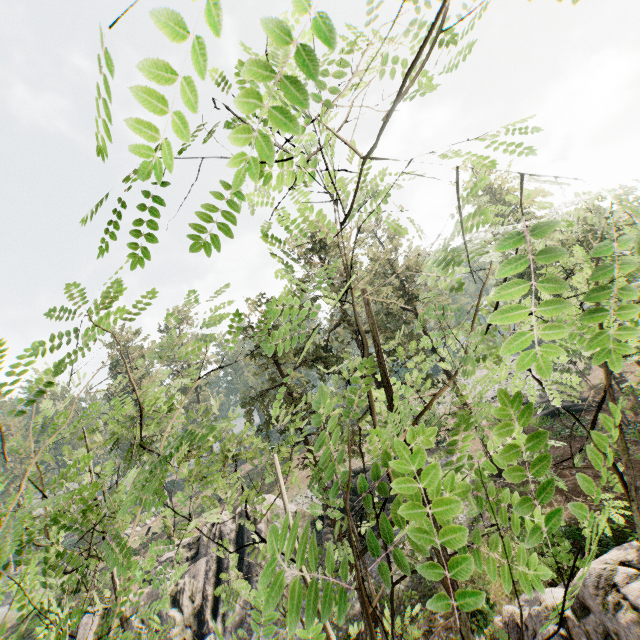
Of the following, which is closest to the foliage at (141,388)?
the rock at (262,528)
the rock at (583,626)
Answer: the rock at (583,626)

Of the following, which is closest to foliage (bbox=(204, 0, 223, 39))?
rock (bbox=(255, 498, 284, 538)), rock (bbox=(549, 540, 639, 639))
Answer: rock (bbox=(549, 540, 639, 639))

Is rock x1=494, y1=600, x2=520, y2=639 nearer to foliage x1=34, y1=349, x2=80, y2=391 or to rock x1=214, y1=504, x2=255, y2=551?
foliage x1=34, y1=349, x2=80, y2=391

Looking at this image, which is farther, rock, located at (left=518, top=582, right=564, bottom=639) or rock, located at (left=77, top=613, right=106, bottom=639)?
rock, located at (left=77, top=613, right=106, bottom=639)

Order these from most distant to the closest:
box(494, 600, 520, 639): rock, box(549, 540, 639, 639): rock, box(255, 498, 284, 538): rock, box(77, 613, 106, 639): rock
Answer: box(255, 498, 284, 538): rock
box(77, 613, 106, 639): rock
box(494, 600, 520, 639): rock
box(549, 540, 639, 639): rock

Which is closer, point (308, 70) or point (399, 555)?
point (308, 70)

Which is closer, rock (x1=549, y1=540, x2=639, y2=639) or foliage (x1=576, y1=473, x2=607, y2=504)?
foliage (x1=576, y1=473, x2=607, y2=504)
